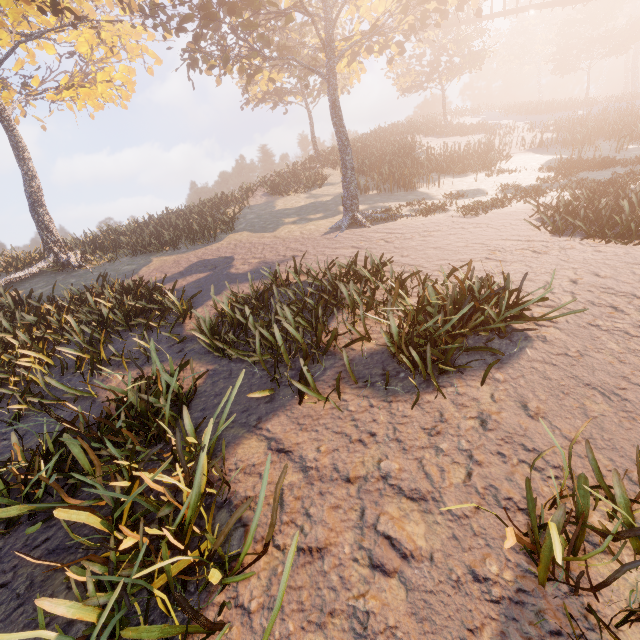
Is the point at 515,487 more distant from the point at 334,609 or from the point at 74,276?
the point at 74,276

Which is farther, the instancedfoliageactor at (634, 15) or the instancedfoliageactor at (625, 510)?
the instancedfoliageactor at (634, 15)

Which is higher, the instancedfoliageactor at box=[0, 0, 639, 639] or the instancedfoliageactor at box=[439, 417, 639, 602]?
the instancedfoliageactor at box=[0, 0, 639, 639]

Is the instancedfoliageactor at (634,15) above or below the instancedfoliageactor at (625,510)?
above

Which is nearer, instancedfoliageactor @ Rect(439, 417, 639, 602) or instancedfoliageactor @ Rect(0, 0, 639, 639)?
instancedfoliageactor @ Rect(439, 417, 639, 602)
